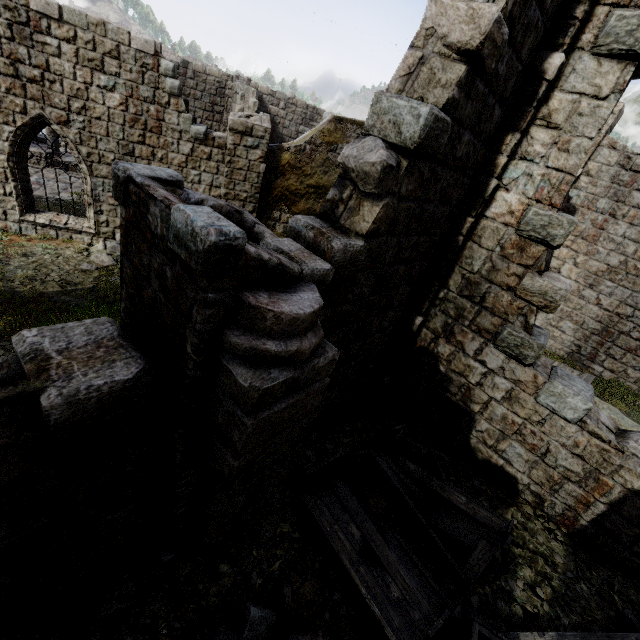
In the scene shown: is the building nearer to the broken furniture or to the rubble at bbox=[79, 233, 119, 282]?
the rubble at bbox=[79, 233, 119, 282]

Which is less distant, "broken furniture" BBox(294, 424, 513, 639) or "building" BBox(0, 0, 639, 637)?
"building" BBox(0, 0, 639, 637)

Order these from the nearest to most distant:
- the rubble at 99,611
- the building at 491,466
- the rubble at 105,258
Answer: the building at 491,466, the rubble at 99,611, the rubble at 105,258

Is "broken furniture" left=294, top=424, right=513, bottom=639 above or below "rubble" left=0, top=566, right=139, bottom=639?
above

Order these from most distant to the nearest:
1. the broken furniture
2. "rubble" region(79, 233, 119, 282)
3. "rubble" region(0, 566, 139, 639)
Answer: "rubble" region(79, 233, 119, 282), the broken furniture, "rubble" region(0, 566, 139, 639)

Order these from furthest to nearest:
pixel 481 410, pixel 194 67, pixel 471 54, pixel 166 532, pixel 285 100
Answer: pixel 285 100, pixel 194 67, pixel 481 410, pixel 166 532, pixel 471 54

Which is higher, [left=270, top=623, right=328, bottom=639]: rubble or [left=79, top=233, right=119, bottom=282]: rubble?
[left=270, top=623, right=328, bottom=639]: rubble

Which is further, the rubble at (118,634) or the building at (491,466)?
the rubble at (118,634)
